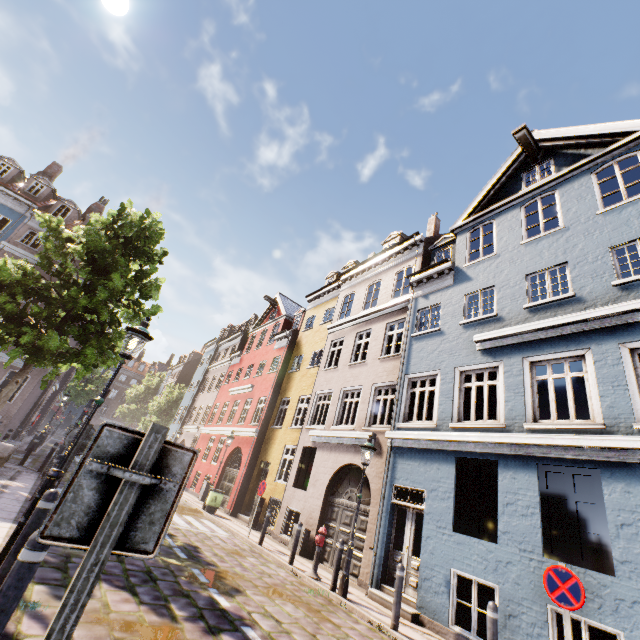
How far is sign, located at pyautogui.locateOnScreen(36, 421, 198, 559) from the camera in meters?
1.4 m

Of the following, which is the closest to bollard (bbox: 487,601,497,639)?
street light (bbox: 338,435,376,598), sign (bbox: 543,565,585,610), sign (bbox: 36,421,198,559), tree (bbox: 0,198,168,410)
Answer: sign (bbox: 543,565,585,610)

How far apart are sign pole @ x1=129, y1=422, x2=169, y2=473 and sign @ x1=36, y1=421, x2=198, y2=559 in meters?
0.0 m

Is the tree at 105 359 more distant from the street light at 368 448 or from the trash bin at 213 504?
the street light at 368 448

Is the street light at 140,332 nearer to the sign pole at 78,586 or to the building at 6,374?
the sign pole at 78,586

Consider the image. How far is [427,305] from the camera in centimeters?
1259cm

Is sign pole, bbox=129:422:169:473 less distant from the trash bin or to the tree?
the tree

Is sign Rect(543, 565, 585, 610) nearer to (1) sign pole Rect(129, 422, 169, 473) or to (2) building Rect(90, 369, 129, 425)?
(2) building Rect(90, 369, 129, 425)
